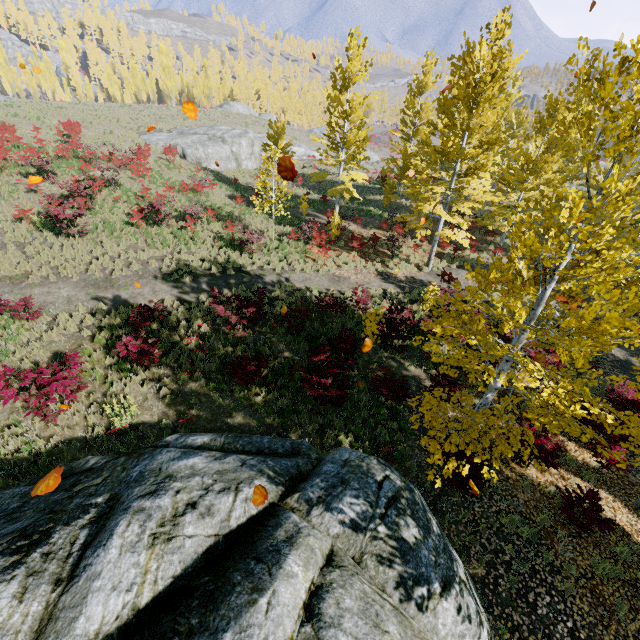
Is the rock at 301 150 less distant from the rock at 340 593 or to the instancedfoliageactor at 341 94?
the instancedfoliageactor at 341 94

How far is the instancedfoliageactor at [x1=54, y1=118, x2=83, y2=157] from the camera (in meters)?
21.25

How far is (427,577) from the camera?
4.5 meters

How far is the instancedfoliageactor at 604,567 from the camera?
6.8 meters

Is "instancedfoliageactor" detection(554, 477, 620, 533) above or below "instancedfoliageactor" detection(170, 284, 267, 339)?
below

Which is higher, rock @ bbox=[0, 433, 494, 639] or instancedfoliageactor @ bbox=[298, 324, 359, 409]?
rock @ bbox=[0, 433, 494, 639]

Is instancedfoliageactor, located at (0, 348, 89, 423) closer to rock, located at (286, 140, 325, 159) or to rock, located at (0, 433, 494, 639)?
rock, located at (0, 433, 494, 639)
